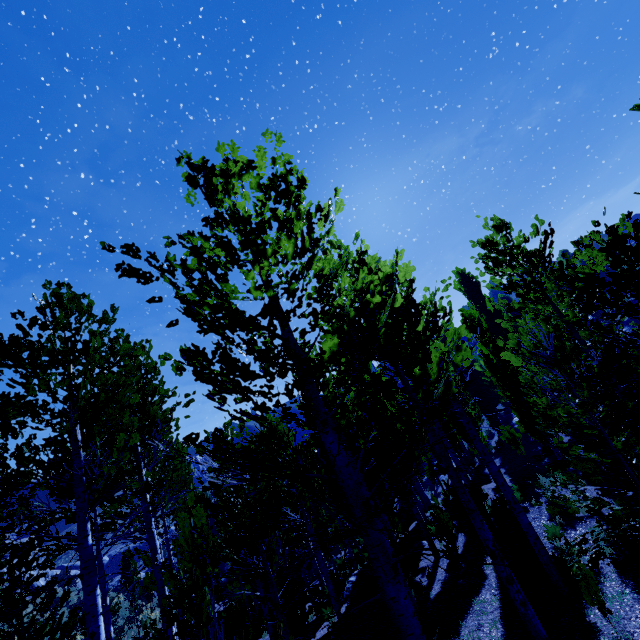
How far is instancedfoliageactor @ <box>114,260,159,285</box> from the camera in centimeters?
288cm

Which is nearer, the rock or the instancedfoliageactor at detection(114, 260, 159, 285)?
the instancedfoliageactor at detection(114, 260, 159, 285)

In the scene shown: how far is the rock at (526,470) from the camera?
16.09m

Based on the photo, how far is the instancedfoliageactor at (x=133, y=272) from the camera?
2.9m

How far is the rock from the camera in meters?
16.1 m

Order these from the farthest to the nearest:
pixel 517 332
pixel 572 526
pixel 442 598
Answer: pixel 517 332 < pixel 572 526 < pixel 442 598

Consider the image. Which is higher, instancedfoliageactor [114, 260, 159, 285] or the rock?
instancedfoliageactor [114, 260, 159, 285]
